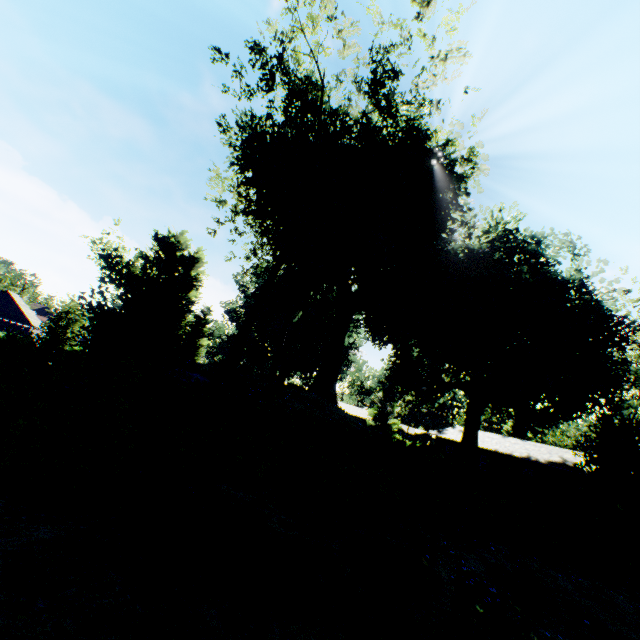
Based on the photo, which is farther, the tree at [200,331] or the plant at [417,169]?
the tree at [200,331]

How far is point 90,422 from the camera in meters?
5.0

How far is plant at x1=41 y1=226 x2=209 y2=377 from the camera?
8.1 meters

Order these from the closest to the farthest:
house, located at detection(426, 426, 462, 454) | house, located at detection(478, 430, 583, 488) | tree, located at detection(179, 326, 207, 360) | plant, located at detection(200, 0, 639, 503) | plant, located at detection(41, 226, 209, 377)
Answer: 1. plant, located at detection(41, 226, 209, 377)
2. plant, located at detection(200, 0, 639, 503)
3. house, located at detection(478, 430, 583, 488)
4. house, located at detection(426, 426, 462, 454)
5. tree, located at detection(179, 326, 207, 360)

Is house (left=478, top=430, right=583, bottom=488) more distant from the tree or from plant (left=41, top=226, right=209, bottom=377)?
the tree

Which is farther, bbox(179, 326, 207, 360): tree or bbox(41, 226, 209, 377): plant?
bbox(179, 326, 207, 360): tree

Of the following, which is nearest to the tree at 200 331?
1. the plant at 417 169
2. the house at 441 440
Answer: the plant at 417 169
